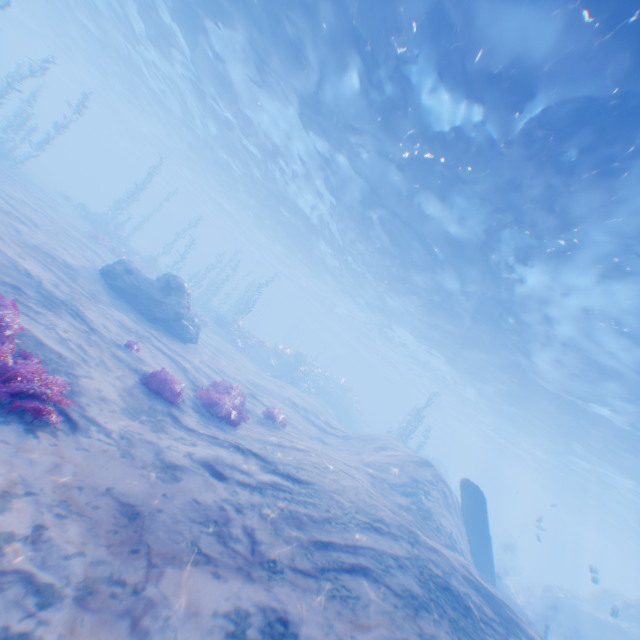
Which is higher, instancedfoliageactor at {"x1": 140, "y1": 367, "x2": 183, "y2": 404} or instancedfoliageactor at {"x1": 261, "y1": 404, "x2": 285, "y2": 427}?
instancedfoliageactor at {"x1": 261, "y1": 404, "x2": 285, "y2": 427}

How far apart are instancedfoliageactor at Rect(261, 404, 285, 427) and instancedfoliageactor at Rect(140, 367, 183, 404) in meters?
4.2 m

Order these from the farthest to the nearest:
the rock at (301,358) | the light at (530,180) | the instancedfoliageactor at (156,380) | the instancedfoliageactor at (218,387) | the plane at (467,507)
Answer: the rock at (301,358) → the plane at (467,507) → the instancedfoliageactor at (218,387) → the light at (530,180) → the instancedfoliageactor at (156,380)

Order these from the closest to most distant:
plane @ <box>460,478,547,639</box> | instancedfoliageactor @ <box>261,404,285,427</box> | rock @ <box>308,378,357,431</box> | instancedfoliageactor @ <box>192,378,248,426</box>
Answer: instancedfoliageactor @ <box>192,378,248,426</box> < instancedfoliageactor @ <box>261,404,285,427</box> < plane @ <box>460,478,547,639</box> < rock @ <box>308,378,357,431</box>

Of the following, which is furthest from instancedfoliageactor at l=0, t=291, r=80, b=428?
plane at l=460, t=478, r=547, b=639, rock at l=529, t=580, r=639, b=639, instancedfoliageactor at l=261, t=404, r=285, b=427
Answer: plane at l=460, t=478, r=547, b=639

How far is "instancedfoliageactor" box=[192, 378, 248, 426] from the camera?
9.61m

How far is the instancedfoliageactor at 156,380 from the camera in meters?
8.1 m

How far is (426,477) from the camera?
12.1m
